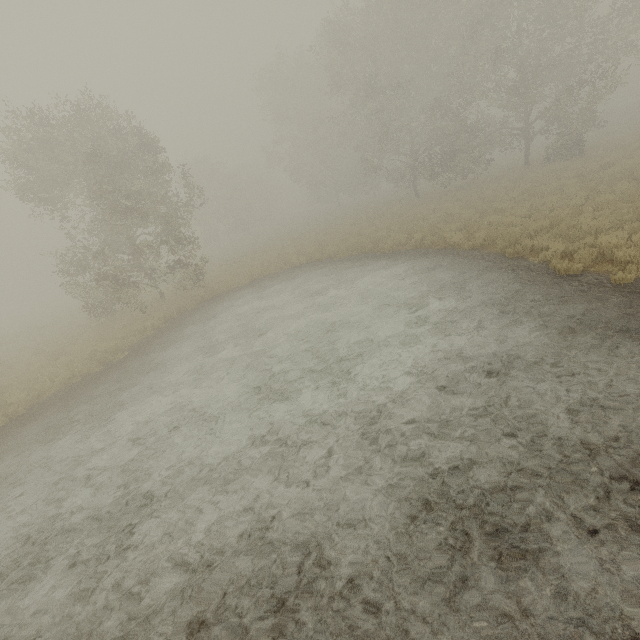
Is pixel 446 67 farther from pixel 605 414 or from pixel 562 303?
pixel 605 414
